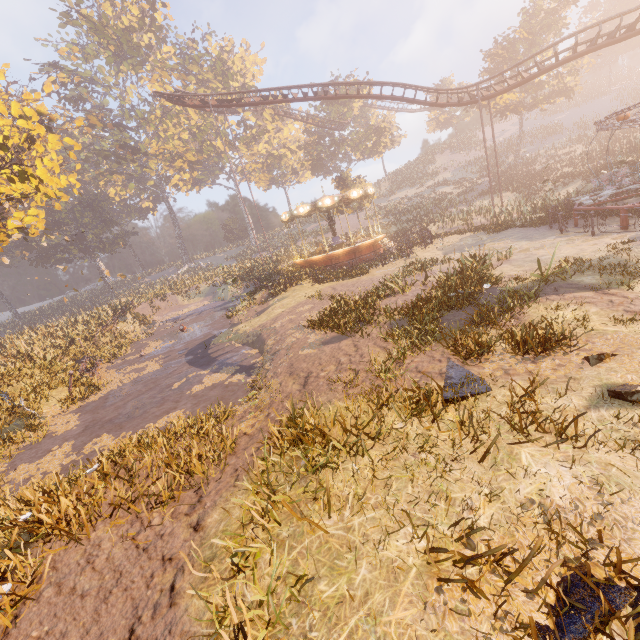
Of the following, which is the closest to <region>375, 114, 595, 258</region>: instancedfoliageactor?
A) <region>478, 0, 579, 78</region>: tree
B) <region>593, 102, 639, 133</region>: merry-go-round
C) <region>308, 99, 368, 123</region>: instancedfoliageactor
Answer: <region>308, 99, 368, 123</region>: instancedfoliageactor

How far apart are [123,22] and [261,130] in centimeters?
2237cm

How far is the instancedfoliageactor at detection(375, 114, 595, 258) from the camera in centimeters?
2180cm

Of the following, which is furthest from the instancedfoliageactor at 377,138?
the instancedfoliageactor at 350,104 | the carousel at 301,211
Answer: the instancedfoliageactor at 350,104

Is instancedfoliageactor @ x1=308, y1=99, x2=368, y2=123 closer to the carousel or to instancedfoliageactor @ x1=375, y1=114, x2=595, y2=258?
instancedfoliageactor @ x1=375, y1=114, x2=595, y2=258

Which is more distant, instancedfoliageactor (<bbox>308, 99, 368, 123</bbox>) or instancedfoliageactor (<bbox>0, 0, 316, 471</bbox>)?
instancedfoliageactor (<bbox>308, 99, 368, 123</bbox>)

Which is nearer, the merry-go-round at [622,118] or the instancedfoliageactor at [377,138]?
the merry-go-round at [622,118]

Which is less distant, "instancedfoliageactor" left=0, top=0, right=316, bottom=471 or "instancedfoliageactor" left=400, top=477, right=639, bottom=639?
"instancedfoliageactor" left=400, top=477, right=639, bottom=639
